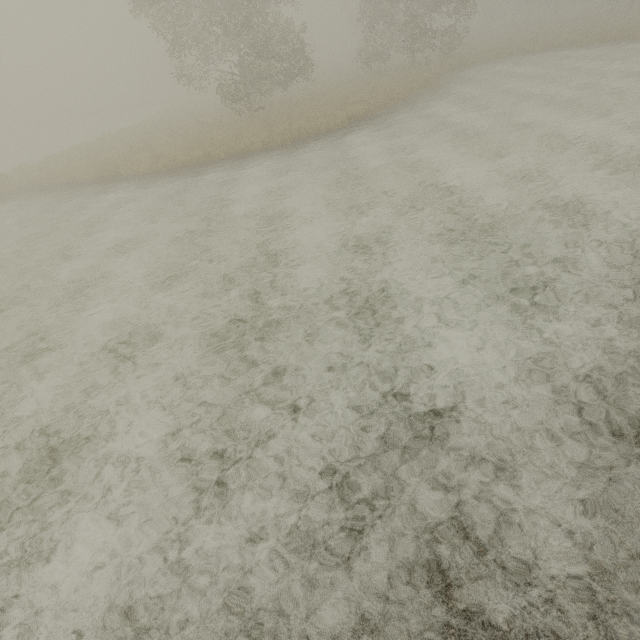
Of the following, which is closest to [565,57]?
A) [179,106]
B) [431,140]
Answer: [431,140]
